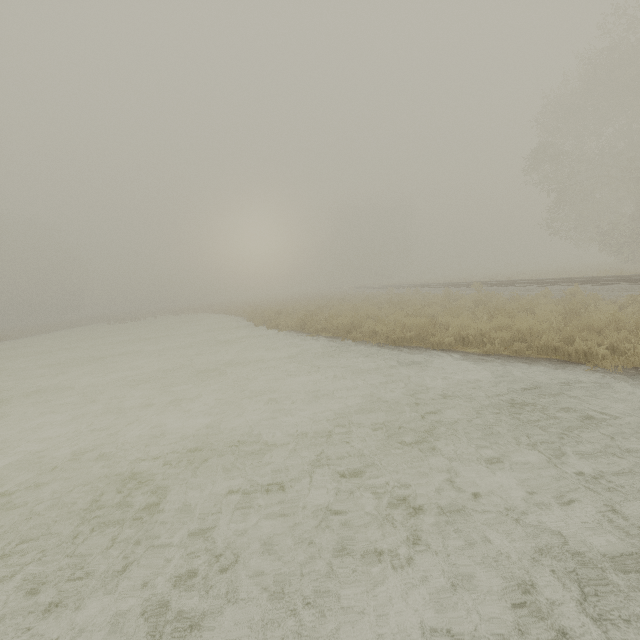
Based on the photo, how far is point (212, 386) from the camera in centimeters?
816cm
